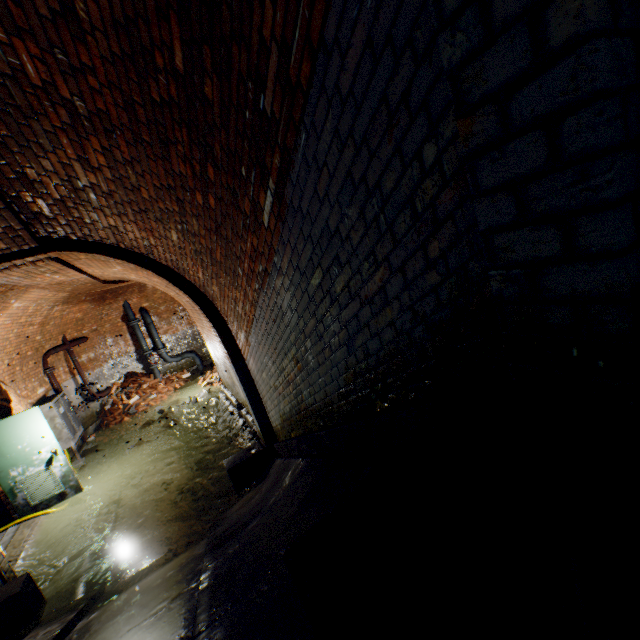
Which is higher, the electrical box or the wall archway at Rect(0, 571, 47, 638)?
the electrical box

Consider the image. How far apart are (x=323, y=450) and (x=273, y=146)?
2.6 meters

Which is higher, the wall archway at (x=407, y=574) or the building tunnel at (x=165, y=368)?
the wall archway at (x=407, y=574)

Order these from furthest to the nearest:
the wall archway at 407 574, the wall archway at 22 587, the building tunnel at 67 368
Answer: the building tunnel at 67 368, the wall archway at 22 587, the wall archway at 407 574

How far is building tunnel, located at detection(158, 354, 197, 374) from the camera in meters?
13.6 m

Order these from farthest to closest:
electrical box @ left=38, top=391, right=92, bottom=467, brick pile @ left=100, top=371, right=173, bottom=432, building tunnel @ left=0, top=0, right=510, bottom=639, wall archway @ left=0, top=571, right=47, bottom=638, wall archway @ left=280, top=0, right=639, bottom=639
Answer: brick pile @ left=100, top=371, right=173, bottom=432 < electrical box @ left=38, top=391, right=92, bottom=467 < wall archway @ left=0, top=571, right=47, bottom=638 < building tunnel @ left=0, top=0, right=510, bottom=639 < wall archway @ left=280, top=0, right=639, bottom=639

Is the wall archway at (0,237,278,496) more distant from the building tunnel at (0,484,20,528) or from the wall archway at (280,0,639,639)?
the wall archway at (280,0,639,639)

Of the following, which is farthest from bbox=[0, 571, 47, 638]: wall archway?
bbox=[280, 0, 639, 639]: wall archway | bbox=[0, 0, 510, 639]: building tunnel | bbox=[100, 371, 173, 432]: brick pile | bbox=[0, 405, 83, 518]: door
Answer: bbox=[280, 0, 639, 639]: wall archway
